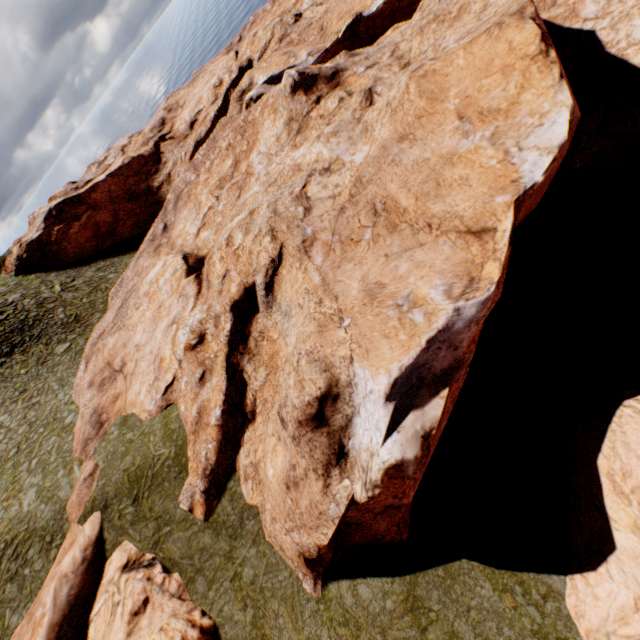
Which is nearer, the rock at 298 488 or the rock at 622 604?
the rock at 622 604

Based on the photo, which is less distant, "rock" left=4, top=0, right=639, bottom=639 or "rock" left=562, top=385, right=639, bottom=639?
"rock" left=562, top=385, right=639, bottom=639

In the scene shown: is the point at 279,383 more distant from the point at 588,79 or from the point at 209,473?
the point at 588,79
